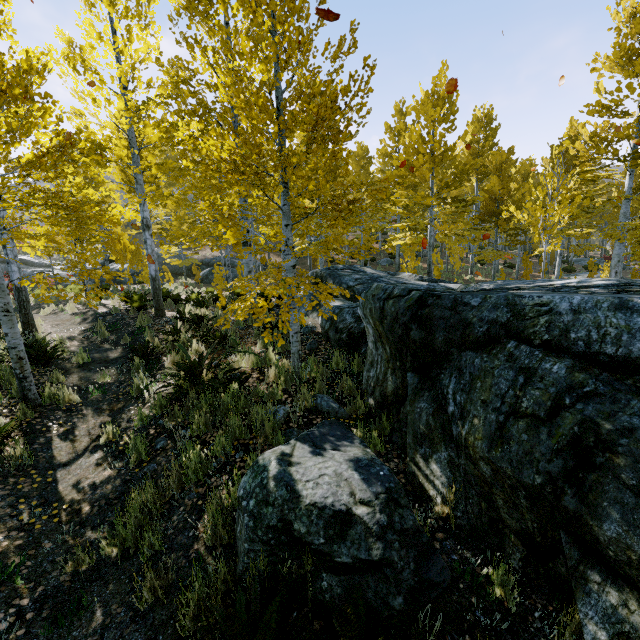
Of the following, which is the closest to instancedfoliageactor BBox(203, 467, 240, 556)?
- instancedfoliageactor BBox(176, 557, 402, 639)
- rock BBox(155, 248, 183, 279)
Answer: instancedfoliageactor BBox(176, 557, 402, 639)

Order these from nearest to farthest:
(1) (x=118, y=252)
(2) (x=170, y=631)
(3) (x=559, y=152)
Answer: (2) (x=170, y=631), (1) (x=118, y=252), (3) (x=559, y=152)

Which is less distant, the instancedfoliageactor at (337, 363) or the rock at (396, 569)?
the rock at (396, 569)

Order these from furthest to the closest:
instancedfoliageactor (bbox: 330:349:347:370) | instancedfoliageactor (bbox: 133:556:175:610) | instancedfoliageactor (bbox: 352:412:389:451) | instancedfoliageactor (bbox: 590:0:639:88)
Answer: instancedfoliageactor (bbox: 590:0:639:88) → instancedfoliageactor (bbox: 330:349:347:370) → instancedfoliageactor (bbox: 352:412:389:451) → instancedfoliageactor (bbox: 133:556:175:610)

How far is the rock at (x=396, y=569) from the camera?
2.20m

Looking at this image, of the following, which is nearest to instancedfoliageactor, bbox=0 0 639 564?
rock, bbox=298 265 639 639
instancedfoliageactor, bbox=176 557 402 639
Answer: rock, bbox=298 265 639 639

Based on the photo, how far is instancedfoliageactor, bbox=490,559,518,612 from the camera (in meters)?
2.46

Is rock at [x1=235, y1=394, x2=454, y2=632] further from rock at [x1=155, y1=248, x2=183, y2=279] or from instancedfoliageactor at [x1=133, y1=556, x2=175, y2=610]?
rock at [x1=155, y1=248, x2=183, y2=279]
